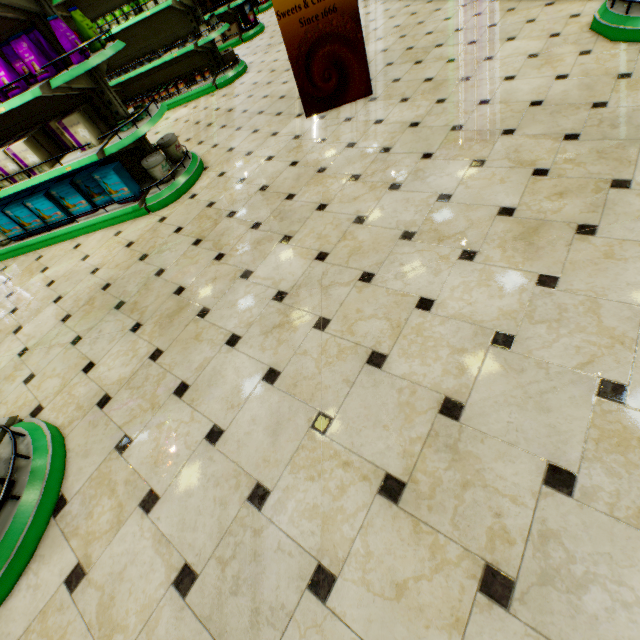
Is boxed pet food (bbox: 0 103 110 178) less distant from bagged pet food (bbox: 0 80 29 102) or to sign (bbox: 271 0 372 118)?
bagged pet food (bbox: 0 80 29 102)

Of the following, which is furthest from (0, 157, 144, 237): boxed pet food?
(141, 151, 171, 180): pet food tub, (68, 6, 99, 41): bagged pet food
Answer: (68, 6, 99, 41): bagged pet food

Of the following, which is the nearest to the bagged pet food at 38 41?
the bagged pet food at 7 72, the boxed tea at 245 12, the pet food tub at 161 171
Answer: the bagged pet food at 7 72

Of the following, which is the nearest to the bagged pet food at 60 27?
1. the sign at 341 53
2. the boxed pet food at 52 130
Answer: the boxed pet food at 52 130

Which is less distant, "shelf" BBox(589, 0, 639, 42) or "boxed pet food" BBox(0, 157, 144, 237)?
"shelf" BBox(589, 0, 639, 42)

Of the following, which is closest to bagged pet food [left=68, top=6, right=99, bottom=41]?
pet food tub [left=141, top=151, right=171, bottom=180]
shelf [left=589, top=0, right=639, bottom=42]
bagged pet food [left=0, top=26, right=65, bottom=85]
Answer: bagged pet food [left=0, top=26, right=65, bottom=85]

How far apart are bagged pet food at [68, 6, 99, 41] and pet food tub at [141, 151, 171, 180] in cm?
100

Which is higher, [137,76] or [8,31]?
[8,31]
